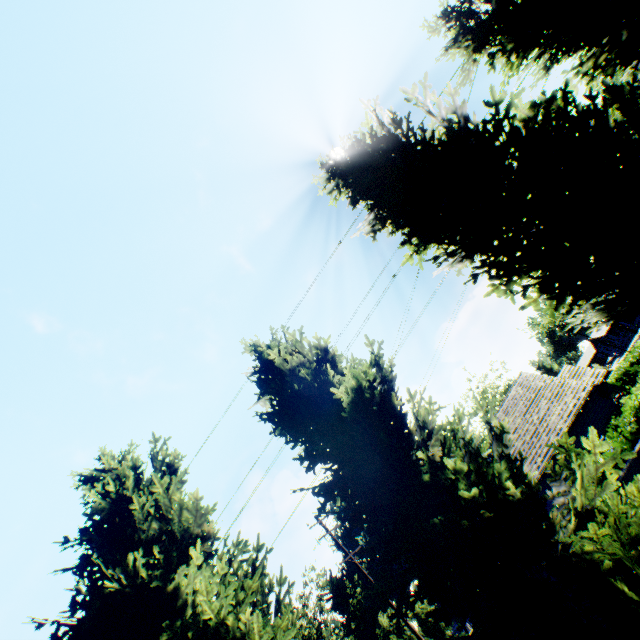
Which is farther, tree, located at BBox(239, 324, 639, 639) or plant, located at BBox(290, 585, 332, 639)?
plant, located at BBox(290, 585, 332, 639)

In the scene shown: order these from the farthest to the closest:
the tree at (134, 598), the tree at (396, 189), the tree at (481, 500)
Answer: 1. the tree at (134, 598)
2. the tree at (396, 189)
3. the tree at (481, 500)

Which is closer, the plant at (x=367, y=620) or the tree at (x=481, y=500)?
the tree at (x=481, y=500)

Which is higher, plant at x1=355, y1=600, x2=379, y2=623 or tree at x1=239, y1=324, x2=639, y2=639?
plant at x1=355, y1=600, x2=379, y2=623

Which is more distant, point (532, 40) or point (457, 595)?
point (532, 40)

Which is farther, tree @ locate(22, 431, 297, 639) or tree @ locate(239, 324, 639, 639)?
tree @ locate(22, 431, 297, 639)

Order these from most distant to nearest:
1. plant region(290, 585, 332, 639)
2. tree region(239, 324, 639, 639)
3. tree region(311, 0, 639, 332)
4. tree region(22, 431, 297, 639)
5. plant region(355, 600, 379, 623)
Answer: plant region(355, 600, 379, 623)
plant region(290, 585, 332, 639)
tree region(22, 431, 297, 639)
tree region(311, 0, 639, 332)
tree region(239, 324, 639, 639)
